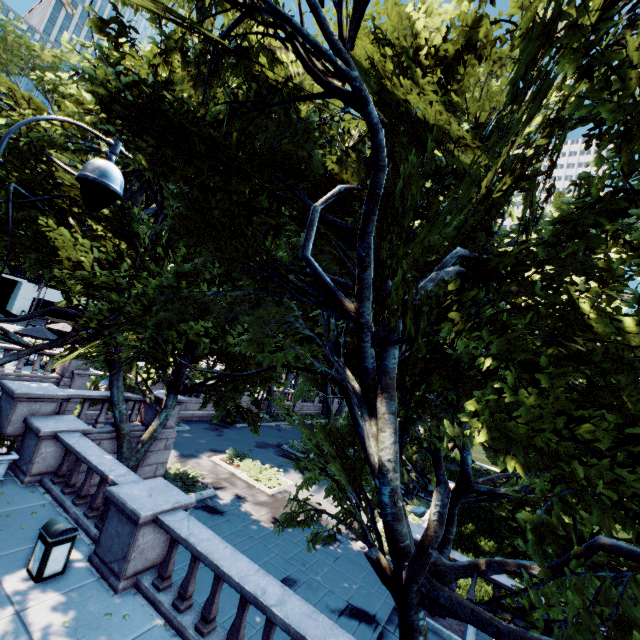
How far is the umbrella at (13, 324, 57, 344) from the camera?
23.2m

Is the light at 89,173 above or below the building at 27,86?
below

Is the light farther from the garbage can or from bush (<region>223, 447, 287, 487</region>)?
bush (<region>223, 447, 287, 487</region>)

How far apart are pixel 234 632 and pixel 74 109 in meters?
12.0

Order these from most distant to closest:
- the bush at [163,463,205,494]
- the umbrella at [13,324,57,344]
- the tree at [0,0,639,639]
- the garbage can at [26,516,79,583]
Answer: the umbrella at [13,324,57,344] < the bush at [163,463,205,494] < the garbage can at [26,516,79,583] < the tree at [0,0,639,639]

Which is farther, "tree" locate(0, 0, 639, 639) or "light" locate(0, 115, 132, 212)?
"tree" locate(0, 0, 639, 639)

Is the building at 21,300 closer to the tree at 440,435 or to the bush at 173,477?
the tree at 440,435

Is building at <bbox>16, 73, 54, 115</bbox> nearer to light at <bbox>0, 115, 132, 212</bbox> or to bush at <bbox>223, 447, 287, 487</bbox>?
light at <bbox>0, 115, 132, 212</bbox>
